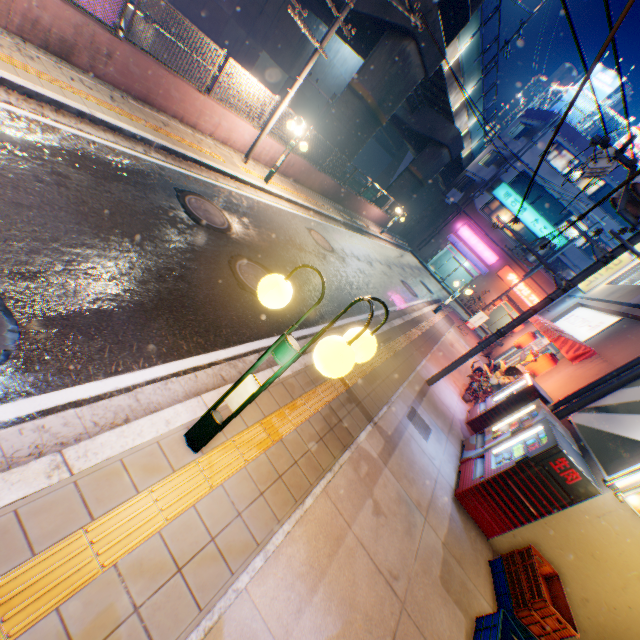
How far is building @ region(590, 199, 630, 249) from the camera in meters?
26.0

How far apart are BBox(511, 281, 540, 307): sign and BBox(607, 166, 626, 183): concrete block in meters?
9.3

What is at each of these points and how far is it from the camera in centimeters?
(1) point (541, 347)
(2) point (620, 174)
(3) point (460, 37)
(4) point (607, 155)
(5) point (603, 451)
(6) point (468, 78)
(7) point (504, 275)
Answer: (1) door, 1452cm
(2) concrete block, 2553cm
(3) overpass support, 1792cm
(4) electric pole, 666cm
(5) billboard, 544cm
(6) overpass support, 2178cm
(7) sign, 2997cm

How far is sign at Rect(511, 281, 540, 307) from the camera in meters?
29.1 m

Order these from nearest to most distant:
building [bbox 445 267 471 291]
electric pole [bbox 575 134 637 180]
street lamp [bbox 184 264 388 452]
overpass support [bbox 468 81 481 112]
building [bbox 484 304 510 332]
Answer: street lamp [bbox 184 264 388 452] < electric pole [bbox 575 134 637 180] < overpass support [bbox 468 81 481 112] < building [bbox 484 304 510 332] < building [bbox 445 267 471 291]

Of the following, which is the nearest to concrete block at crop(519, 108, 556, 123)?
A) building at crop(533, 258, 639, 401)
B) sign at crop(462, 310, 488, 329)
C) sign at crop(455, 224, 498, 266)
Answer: sign at crop(455, 224, 498, 266)

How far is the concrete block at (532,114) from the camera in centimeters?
2723cm

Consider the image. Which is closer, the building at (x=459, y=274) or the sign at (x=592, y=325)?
the sign at (x=592, y=325)
